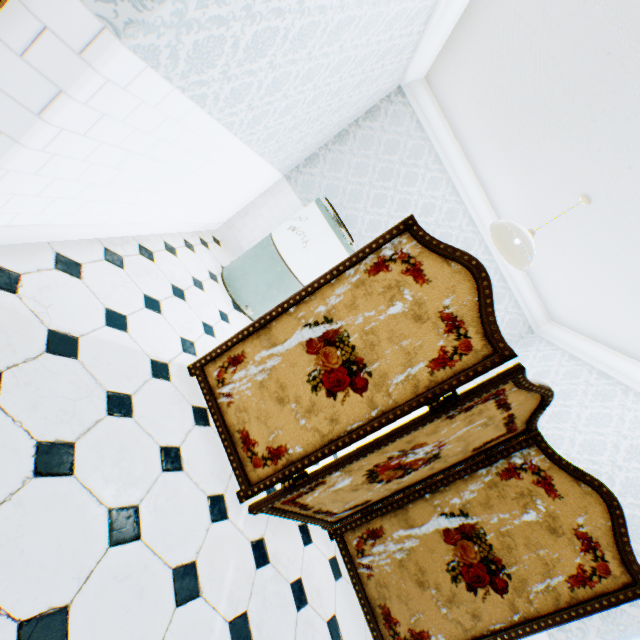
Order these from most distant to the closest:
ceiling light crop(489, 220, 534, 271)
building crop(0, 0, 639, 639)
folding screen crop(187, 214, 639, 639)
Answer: ceiling light crop(489, 220, 534, 271), folding screen crop(187, 214, 639, 639), building crop(0, 0, 639, 639)

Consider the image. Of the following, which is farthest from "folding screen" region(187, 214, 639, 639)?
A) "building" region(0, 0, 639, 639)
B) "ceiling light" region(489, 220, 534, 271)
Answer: "ceiling light" region(489, 220, 534, 271)

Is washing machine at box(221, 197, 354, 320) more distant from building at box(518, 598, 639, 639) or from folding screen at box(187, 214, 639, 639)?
folding screen at box(187, 214, 639, 639)

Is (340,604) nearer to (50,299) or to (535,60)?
(50,299)

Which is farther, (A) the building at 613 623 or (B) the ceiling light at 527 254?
(B) the ceiling light at 527 254

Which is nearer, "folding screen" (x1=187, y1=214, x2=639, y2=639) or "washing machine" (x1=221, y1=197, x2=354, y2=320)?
"folding screen" (x1=187, y1=214, x2=639, y2=639)

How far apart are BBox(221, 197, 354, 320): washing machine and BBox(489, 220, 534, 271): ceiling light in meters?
1.3 m

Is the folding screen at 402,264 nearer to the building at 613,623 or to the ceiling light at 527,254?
the building at 613,623
